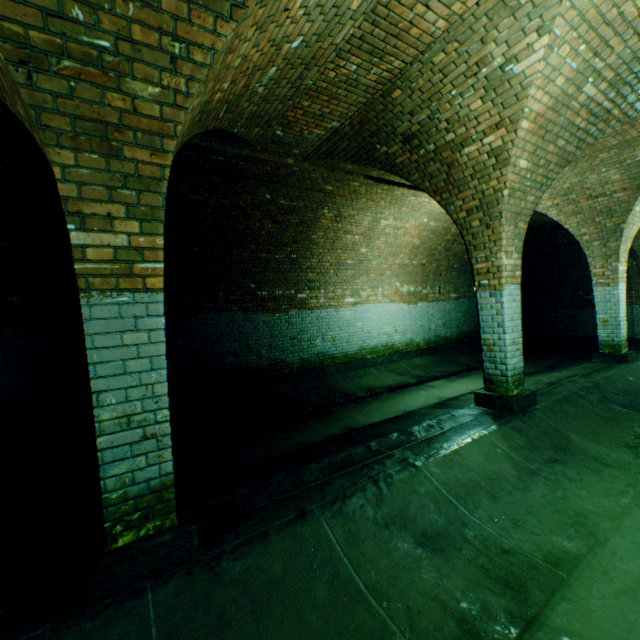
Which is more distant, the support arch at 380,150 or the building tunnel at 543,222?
the building tunnel at 543,222

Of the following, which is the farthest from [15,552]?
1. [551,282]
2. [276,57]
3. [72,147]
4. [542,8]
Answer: [551,282]

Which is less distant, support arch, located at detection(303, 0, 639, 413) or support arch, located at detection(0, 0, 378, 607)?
support arch, located at detection(0, 0, 378, 607)

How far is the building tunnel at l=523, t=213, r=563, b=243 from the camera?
10.51m

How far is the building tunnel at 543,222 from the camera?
10.5 meters

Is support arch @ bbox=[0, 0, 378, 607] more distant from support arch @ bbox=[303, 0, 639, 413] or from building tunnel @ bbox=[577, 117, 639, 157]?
support arch @ bbox=[303, 0, 639, 413]

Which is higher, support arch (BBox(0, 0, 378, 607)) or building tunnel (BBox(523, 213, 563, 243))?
building tunnel (BBox(523, 213, 563, 243))

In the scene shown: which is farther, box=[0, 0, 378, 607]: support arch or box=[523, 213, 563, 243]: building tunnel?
box=[523, 213, 563, 243]: building tunnel
